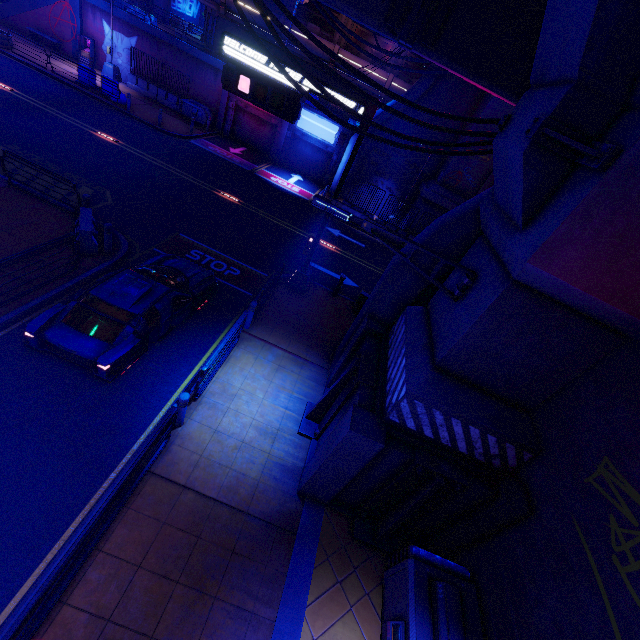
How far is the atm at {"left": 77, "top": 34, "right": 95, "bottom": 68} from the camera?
25.16m

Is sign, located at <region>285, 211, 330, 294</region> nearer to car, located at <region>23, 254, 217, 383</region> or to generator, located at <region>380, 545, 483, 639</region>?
car, located at <region>23, 254, 217, 383</region>

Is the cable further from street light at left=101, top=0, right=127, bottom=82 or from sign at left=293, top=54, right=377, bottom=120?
street light at left=101, top=0, right=127, bottom=82

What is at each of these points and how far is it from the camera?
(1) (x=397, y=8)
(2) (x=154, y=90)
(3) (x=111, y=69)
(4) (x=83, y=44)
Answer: (1) walkway, 6.5 meters
(2) fence, 26.2 meters
(3) street light, 25.6 meters
(4) atm, 25.4 meters

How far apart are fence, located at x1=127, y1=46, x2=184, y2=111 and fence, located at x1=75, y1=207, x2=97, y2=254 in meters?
20.9

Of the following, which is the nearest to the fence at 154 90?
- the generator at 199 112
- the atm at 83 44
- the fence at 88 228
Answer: the generator at 199 112

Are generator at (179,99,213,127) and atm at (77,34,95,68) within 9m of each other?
yes

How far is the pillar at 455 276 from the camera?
6.4m
